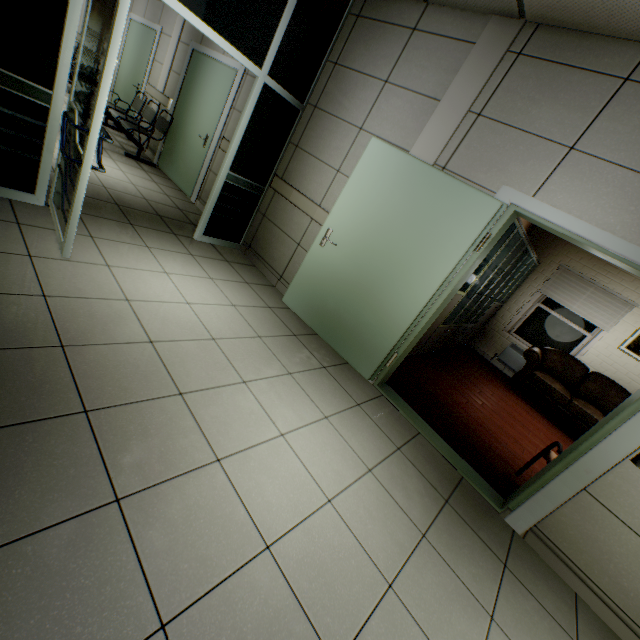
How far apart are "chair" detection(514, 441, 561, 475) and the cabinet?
1.7m

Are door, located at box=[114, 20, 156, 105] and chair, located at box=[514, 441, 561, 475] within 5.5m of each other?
no

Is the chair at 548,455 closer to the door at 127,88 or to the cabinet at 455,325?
the cabinet at 455,325

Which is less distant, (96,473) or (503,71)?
(96,473)

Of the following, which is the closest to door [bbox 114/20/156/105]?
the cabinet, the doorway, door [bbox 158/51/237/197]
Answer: door [bbox 158/51/237/197]

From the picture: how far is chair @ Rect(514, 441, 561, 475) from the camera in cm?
295

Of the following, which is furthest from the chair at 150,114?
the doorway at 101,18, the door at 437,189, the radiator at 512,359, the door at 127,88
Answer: the radiator at 512,359

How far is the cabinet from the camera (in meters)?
4.04
